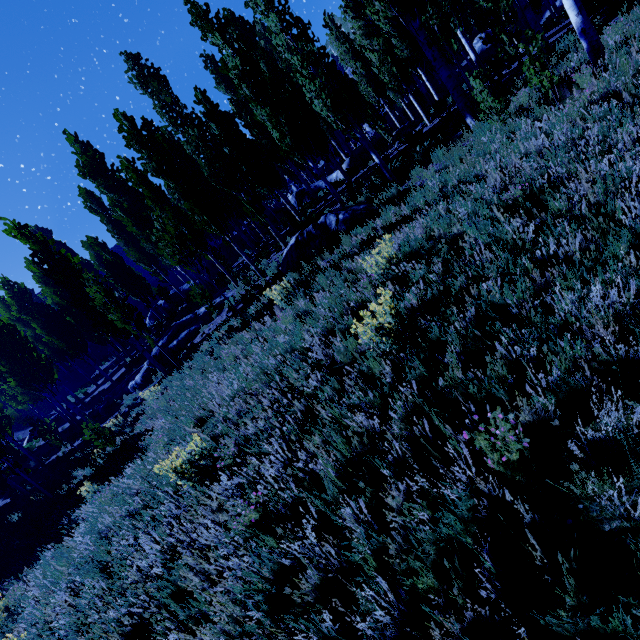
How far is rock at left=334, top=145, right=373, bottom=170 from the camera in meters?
21.6 m

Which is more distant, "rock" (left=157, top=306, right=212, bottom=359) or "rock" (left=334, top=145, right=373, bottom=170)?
"rock" (left=334, top=145, right=373, bottom=170)

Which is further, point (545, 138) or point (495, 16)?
point (495, 16)

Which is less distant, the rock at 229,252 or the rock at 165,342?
the rock at 165,342

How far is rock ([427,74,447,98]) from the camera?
27.9 meters

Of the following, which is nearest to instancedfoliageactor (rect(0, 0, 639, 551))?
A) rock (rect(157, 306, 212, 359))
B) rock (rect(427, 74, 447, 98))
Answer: rock (rect(427, 74, 447, 98))

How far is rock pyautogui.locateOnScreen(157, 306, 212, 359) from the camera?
16.1m

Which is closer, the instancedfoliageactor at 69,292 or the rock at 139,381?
the instancedfoliageactor at 69,292
